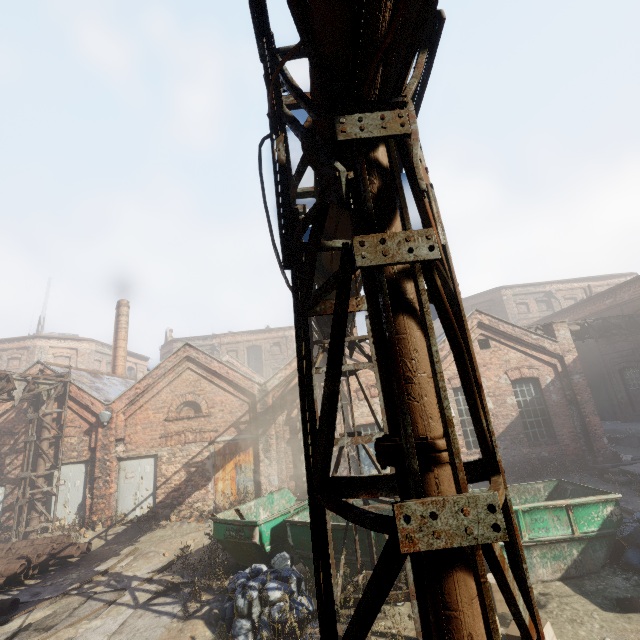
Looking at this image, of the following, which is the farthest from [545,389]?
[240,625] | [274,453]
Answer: [240,625]

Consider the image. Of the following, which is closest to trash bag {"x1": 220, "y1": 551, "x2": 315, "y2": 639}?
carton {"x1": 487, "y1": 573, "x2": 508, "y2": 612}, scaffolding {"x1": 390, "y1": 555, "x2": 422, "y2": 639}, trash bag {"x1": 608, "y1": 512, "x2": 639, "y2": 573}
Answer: scaffolding {"x1": 390, "y1": 555, "x2": 422, "y2": 639}

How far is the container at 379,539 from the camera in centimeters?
655cm

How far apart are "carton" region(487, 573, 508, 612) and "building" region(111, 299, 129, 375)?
22.4 meters

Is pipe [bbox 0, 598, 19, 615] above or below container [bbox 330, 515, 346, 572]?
below

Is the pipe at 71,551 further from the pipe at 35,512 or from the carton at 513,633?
the carton at 513,633

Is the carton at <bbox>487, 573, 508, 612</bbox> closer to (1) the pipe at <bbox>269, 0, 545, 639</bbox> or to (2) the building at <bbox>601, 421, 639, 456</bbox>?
(1) the pipe at <bbox>269, 0, 545, 639</bbox>

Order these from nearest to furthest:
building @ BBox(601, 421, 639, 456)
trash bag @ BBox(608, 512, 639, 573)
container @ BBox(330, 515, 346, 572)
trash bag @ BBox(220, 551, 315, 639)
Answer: trash bag @ BBox(220, 551, 315, 639) → trash bag @ BBox(608, 512, 639, 573) → container @ BBox(330, 515, 346, 572) → building @ BBox(601, 421, 639, 456)
